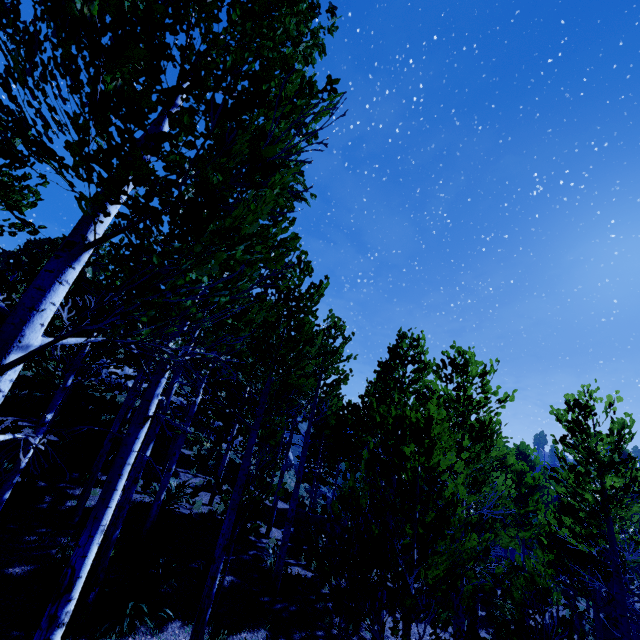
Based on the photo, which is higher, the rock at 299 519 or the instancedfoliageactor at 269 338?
the instancedfoliageactor at 269 338

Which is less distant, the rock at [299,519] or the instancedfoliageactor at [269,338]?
the instancedfoliageactor at [269,338]

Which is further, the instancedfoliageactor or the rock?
the rock

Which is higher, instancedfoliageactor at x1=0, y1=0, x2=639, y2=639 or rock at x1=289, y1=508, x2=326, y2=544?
instancedfoliageactor at x1=0, y1=0, x2=639, y2=639

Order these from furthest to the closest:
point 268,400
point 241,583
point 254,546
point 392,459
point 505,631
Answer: point 268,400
point 254,546
point 241,583
point 505,631
point 392,459

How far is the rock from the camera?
15.55m
